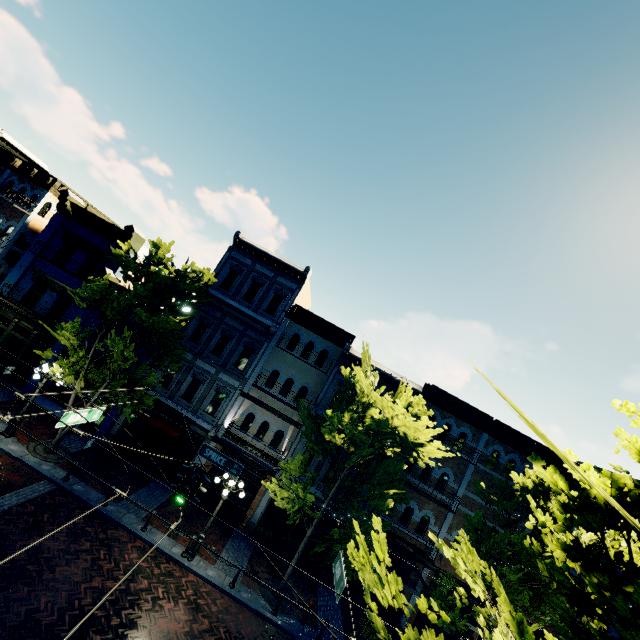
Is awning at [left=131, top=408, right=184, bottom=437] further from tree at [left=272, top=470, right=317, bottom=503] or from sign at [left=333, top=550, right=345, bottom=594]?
sign at [left=333, top=550, right=345, bottom=594]

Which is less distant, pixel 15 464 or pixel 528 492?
pixel 15 464

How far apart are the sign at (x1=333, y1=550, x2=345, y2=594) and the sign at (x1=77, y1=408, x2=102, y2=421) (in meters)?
8.47

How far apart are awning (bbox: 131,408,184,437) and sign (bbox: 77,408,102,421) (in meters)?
6.85

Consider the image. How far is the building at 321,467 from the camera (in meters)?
17.69

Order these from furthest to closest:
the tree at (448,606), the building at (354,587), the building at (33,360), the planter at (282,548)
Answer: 1. the building at (33,360)
2. the building at (354,587)
3. the planter at (282,548)
4. the tree at (448,606)

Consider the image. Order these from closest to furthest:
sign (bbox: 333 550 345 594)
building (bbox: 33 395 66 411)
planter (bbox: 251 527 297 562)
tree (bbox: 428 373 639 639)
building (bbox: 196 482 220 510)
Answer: tree (bbox: 428 373 639 639), sign (bbox: 333 550 345 594), planter (bbox: 251 527 297 562), building (bbox: 196 482 220 510), building (bbox: 33 395 66 411)

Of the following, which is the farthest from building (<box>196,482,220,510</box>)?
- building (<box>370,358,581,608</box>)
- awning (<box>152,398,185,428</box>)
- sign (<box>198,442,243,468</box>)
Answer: sign (<box>198,442,243,468</box>)
